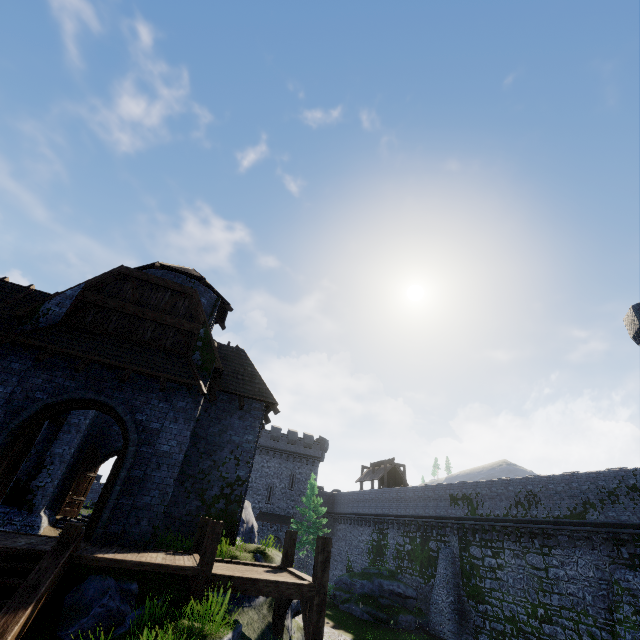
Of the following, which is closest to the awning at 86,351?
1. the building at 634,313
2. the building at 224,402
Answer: the building at 224,402

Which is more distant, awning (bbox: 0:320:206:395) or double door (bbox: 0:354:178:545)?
awning (bbox: 0:320:206:395)

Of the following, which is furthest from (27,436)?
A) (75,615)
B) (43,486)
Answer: (43,486)

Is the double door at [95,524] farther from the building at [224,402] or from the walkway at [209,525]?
the walkway at [209,525]

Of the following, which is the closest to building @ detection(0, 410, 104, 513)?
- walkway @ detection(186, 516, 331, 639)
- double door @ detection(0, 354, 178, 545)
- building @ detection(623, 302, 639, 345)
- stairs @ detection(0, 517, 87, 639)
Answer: double door @ detection(0, 354, 178, 545)

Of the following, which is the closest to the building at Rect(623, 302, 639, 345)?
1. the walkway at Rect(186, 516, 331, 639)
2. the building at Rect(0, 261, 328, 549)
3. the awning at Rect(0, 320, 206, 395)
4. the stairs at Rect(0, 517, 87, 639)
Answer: the walkway at Rect(186, 516, 331, 639)

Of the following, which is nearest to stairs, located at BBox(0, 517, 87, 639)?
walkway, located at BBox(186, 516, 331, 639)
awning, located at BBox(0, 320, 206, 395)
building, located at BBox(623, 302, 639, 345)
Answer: walkway, located at BBox(186, 516, 331, 639)

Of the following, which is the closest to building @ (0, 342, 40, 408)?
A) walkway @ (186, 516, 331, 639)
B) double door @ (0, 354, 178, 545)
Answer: double door @ (0, 354, 178, 545)
